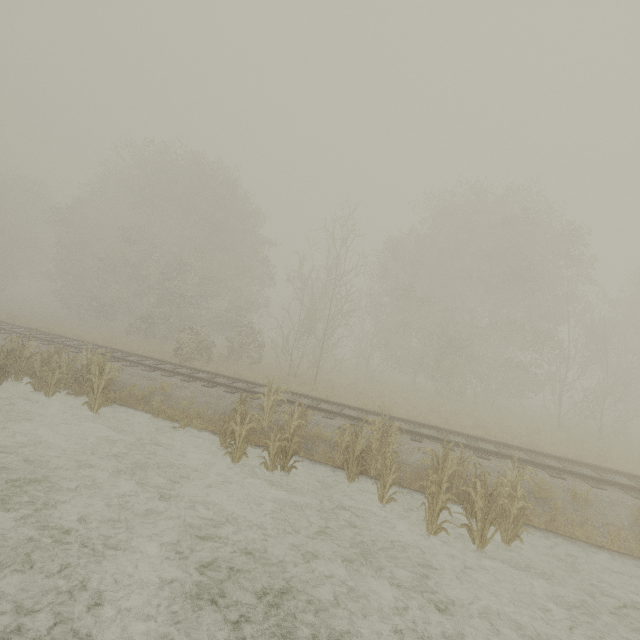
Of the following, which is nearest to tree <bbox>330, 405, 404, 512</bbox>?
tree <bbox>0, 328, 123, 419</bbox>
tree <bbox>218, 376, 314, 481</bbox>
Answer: tree <bbox>218, 376, 314, 481</bbox>

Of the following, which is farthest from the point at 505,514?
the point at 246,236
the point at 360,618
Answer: the point at 246,236

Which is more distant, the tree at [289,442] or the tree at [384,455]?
the tree at [289,442]

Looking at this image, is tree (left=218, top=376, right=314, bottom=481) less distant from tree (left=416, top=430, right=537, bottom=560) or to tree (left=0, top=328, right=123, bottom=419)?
tree (left=416, top=430, right=537, bottom=560)

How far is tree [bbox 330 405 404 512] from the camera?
7.4m

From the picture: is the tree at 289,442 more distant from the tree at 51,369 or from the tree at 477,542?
the tree at 51,369
